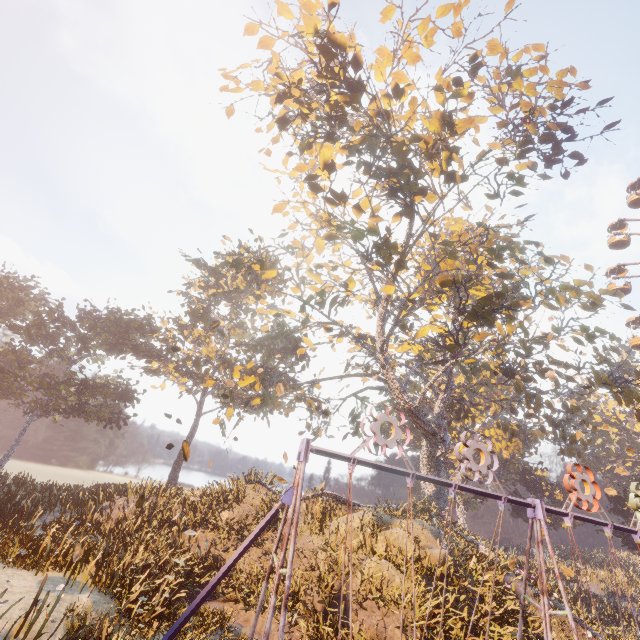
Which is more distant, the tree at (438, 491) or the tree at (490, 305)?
the tree at (438, 491)

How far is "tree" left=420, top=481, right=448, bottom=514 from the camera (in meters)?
22.69

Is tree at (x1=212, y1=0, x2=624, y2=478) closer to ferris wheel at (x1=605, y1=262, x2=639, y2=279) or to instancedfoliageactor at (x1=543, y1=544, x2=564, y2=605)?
instancedfoliageactor at (x1=543, y1=544, x2=564, y2=605)

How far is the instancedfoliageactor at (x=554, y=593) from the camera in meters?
17.0 m

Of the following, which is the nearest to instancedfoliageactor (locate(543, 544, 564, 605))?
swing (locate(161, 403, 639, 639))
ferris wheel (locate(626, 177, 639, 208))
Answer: swing (locate(161, 403, 639, 639))

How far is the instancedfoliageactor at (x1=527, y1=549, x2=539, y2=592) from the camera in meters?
17.0

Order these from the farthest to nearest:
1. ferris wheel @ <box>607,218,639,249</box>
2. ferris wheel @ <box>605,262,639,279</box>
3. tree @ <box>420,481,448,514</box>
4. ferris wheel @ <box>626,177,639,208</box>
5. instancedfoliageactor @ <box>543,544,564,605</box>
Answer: ferris wheel @ <box>626,177,639,208</box>
ferris wheel @ <box>607,218,639,249</box>
ferris wheel @ <box>605,262,639,279</box>
tree @ <box>420,481,448,514</box>
instancedfoliageactor @ <box>543,544,564,605</box>

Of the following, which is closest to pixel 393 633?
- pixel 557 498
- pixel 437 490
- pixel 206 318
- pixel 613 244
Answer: pixel 437 490
